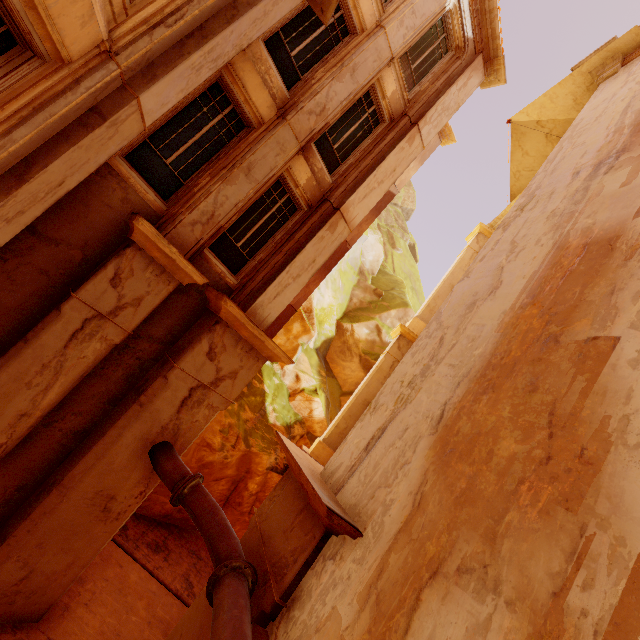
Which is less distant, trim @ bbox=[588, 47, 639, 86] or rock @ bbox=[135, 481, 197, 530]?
trim @ bbox=[588, 47, 639, 86]

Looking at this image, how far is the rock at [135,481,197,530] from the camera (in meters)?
12.03

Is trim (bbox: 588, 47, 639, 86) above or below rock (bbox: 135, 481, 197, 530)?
above

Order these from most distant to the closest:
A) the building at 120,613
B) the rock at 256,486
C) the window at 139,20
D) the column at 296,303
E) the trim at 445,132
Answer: the trim at 445,132
the rock at 256,486
the column at 296,303
the building at 120,613
the window at 139,20

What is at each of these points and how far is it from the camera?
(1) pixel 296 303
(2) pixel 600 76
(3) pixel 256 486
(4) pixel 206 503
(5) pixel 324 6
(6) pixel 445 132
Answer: (1) column, 13.4m
(2) trim, 9.5m
(3) rock, 14.6m
(4) pipe, 6.2m
(5) trim, 6.2m
(6) trim, 16.1m

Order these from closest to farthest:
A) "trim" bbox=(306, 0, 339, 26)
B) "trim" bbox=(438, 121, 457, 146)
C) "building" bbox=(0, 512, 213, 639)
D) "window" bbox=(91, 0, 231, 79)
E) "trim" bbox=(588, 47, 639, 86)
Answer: "window" bbox=(91, 0, 231, 79), "trim" bbox=(306, 0, 339, 26), "building" bbox=(0, 512, 213, 639), "trim" bbox=(588, 47, 639, 86), "trim" bbox=(438, 121, 457, 146)

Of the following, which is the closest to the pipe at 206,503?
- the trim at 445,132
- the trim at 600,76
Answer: the trim at 600,76

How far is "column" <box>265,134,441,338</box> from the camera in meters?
13.2
